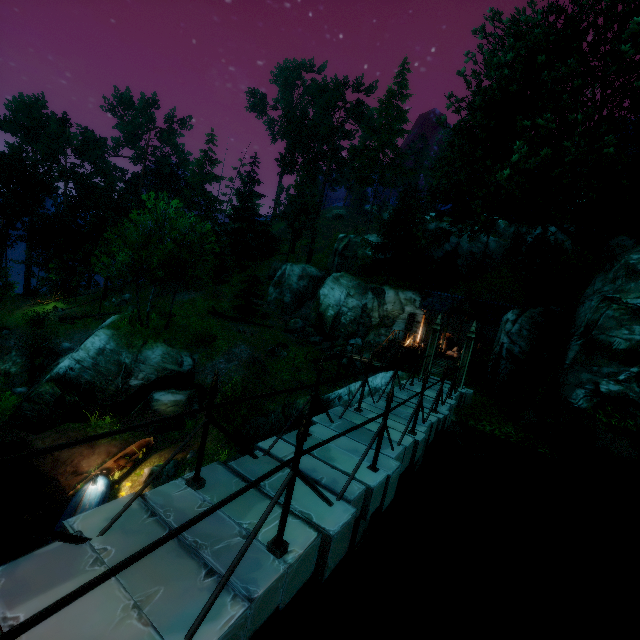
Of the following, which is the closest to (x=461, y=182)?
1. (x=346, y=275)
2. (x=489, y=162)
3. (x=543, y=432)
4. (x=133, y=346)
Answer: (x=489, y=162)

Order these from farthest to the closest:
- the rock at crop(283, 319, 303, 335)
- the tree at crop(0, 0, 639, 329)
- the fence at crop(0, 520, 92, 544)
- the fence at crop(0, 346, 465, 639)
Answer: the rock at crop(283, 319, 303, 335)
the tree at crop(0, 0, 639, 329)
the fence at crop(0, 520, 92, 544)
the fence at crop(0, 346, 465, 639)

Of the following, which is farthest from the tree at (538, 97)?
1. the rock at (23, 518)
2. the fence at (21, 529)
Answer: the rock at (23, 518)

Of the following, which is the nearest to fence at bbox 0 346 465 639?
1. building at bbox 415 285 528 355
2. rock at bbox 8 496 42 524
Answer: building at bbox 415 285 528 355

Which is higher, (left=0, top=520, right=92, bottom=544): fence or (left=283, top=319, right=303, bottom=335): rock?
(left=0, top=520, right=92, bottom=544): fence

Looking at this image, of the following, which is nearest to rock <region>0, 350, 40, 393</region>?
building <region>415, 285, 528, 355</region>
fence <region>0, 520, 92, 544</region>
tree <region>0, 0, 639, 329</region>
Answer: tree <region>0, 0, 639, 329</region>

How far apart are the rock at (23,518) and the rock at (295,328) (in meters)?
24.17

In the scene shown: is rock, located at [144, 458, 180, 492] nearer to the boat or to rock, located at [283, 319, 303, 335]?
the boat
